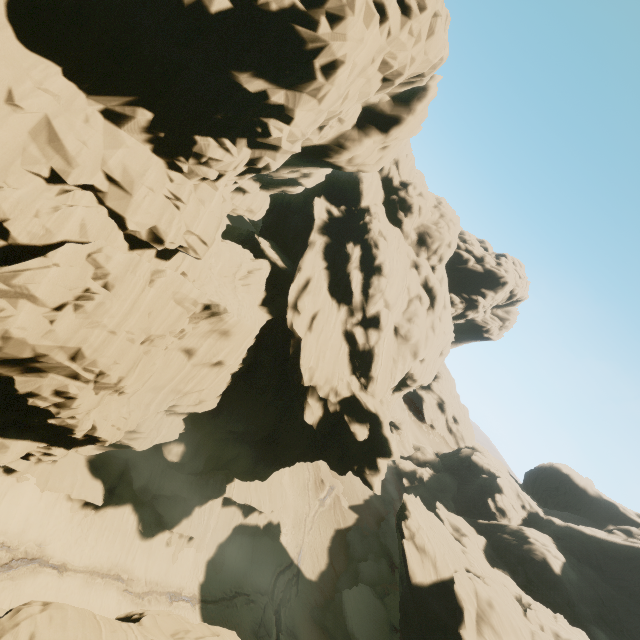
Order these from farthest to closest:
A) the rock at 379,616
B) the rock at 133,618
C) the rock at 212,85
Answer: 1. the rock at 379,616
2. the rock at 212,85
3. the rock at 133,618

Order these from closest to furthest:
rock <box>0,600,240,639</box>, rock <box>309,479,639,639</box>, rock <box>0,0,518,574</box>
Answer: rock <box>0,600,240,639</box> < rock <box>0,0,518,574</box> < rock <box>309,479,639,639</box>

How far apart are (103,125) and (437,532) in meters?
48.8

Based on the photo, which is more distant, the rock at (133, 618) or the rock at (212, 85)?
the rock at (212, 85)

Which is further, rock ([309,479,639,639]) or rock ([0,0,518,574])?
rock ([309,479,639,639])
